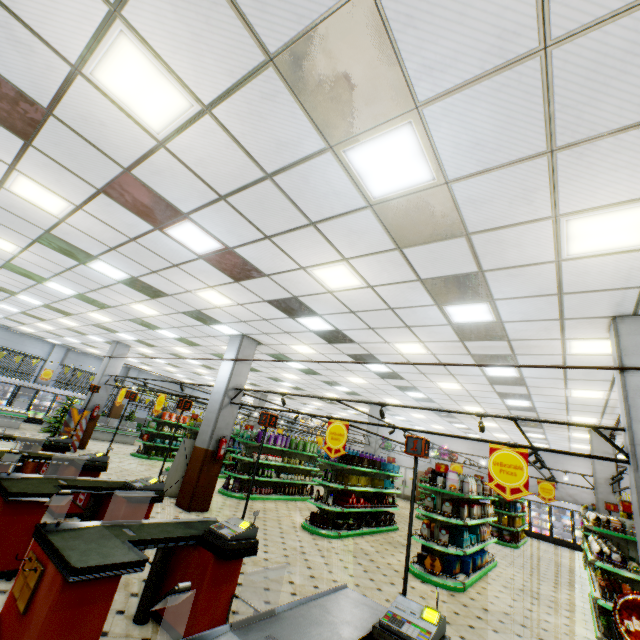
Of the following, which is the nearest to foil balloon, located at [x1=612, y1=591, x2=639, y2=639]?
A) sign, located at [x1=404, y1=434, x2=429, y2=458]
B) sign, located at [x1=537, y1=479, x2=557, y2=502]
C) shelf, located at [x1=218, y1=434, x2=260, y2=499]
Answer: sign, located at [x1=404, y1=434, x2=429, y2=458]

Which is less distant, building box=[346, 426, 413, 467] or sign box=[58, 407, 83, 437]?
sign box=[58, 407, 83, 437]

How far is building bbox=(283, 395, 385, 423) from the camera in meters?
20.3 m

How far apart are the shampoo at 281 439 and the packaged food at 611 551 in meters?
9.8

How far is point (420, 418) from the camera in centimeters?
1864cm

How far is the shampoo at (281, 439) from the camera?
13.0 meters

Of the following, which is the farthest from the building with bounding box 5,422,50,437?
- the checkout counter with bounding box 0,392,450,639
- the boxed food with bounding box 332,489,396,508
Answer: the boxed food with bounding box 332,489,396,508

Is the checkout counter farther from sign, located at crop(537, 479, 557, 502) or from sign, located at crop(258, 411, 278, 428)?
sign, located at crop(537, 479, 557, 502)
